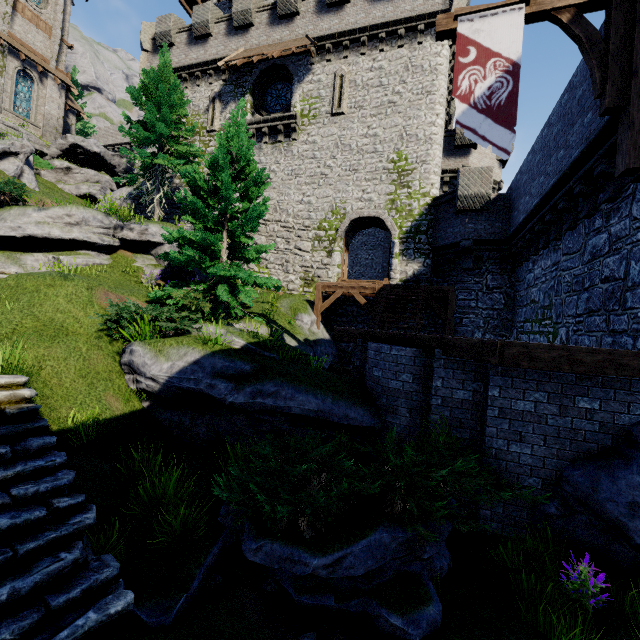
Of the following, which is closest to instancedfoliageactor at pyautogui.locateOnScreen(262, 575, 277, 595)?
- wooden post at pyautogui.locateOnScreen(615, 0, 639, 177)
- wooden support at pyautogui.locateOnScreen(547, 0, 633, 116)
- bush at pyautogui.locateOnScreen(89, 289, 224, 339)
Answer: bush at pyautogui.locateOnScreen(89, 289, 224, 339)

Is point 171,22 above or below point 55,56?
below

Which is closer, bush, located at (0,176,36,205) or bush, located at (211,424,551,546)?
bush, located at (211,424,551,546)

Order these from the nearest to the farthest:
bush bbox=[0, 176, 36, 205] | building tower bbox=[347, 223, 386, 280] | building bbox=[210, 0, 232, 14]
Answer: bush bbox=[0, 176, 36, 205], building tower bbox=[347, 223, 386, 280], building bbox=[210, 0, 232, 14]

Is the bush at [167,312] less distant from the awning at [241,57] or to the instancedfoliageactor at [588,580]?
the instancedfoliageactor at [588,580]

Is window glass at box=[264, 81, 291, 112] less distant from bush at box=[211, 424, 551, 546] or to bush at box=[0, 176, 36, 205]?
bush at box=[0, 176, 36, 205]

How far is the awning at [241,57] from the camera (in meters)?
17.89

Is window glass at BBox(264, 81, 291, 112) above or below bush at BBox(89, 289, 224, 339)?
above
